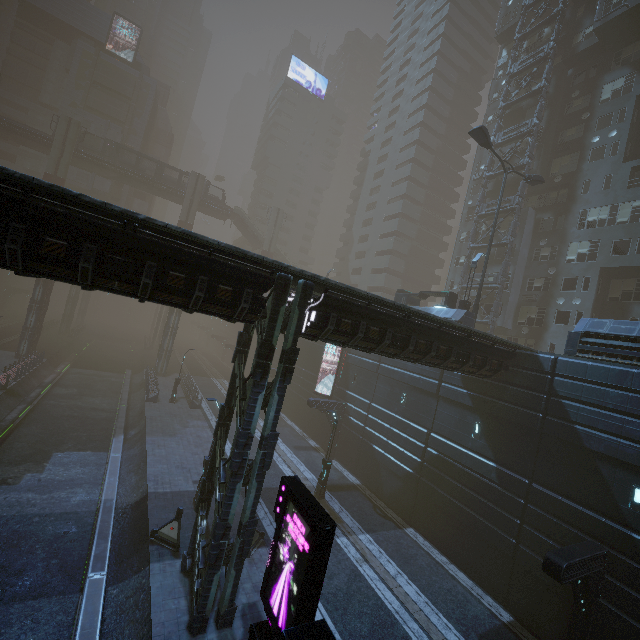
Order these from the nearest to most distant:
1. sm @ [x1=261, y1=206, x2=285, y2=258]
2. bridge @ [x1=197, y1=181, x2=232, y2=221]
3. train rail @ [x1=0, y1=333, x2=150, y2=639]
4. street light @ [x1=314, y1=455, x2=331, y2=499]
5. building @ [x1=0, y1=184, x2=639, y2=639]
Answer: building @ [x1=0, y1=184, x2=639, y2=639] < train rail @ [x1=0, y1=333, x2=150, y2=639] < street light @ [x1=314, y1=455, x2=331, y2=499] < bridge @ [x1=197, y1=181, x2=232, y2=221] < sm @ [x1=261, y1=206, x2=285, y2=258]

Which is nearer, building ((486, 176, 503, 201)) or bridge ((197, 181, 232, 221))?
building ((486, 176, 503, 201))

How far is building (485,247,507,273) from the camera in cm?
3244

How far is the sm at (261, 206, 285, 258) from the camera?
56.75m

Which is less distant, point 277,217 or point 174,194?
point 174,194

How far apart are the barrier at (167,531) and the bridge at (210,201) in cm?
4917

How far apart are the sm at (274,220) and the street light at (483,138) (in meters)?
39.80

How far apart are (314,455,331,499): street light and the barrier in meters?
8.8 m
